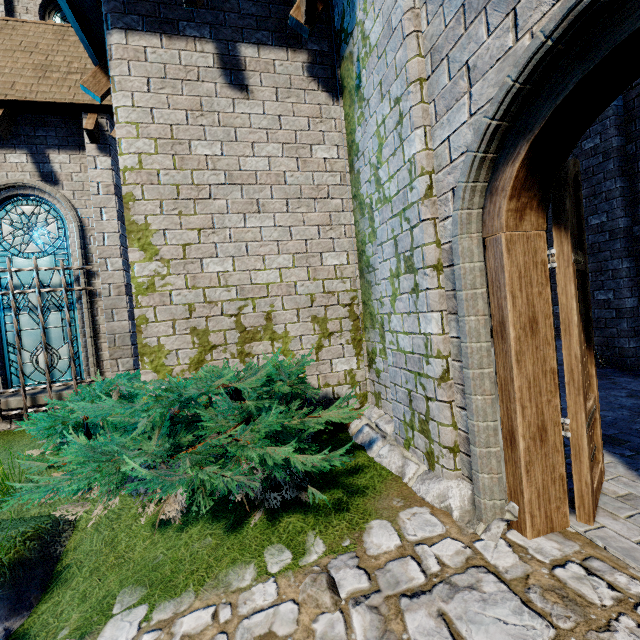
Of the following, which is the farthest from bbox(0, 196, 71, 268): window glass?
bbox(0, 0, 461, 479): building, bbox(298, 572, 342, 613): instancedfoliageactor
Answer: bbox(298, 572, 342, 613): instancedfoliageactor

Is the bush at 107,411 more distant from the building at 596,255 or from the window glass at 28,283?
the window glass at 28,283

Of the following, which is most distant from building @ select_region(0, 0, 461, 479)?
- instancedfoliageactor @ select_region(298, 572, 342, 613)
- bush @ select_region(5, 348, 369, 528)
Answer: instancedfoliageactor @ select_region(298, 572, 342, 613)

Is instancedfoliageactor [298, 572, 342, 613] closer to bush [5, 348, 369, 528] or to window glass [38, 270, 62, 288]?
bush [5, 348, 369, 528]

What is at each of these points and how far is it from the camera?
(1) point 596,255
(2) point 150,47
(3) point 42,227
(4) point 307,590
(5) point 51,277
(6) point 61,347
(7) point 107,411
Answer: (1) building, 6.3 meters
(2) building, 4.0 meters
(3) window glass, 6.3 meters
(4) instancedfoliageactor, 2.0 meters
(5) window glass, 6.3 meters
(6) window glass, 6.4 meters
(7) bush, 2.8 meters

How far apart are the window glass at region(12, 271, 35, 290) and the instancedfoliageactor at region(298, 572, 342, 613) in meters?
6.5

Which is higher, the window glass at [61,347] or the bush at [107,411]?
the window glass at [61,347]
